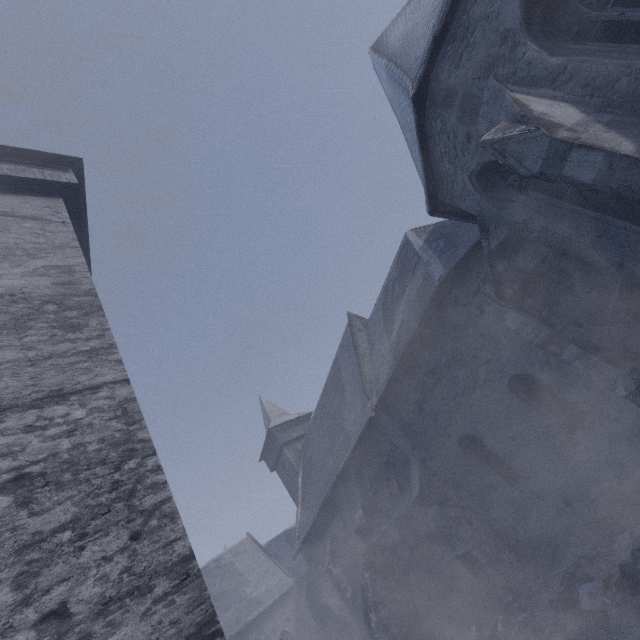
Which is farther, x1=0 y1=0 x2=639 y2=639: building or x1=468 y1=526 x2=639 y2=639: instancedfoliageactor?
x1=468 y1=526 x2=639 y2=639: instancedfoliageactor

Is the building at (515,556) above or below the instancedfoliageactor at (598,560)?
above

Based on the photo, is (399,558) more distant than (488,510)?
No

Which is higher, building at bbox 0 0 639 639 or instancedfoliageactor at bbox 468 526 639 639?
building at bbox 0 0 639 639

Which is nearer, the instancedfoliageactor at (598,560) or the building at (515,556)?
the building at (515,556)
